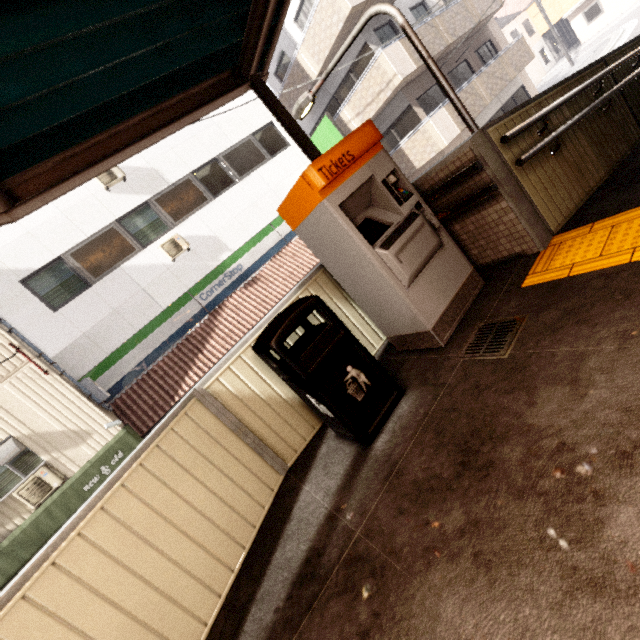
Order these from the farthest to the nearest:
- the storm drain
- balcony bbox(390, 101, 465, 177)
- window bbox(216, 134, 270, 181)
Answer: balcony bbox(390, 101, 465, 177)
window bbox(216, 134, 270, 181)
the storm drain

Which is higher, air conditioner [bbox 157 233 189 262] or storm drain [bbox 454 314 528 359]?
air conditioner [bbox 157 233 189 262]

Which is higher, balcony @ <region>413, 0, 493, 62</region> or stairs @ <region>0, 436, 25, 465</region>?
balcony @ <region>413, 0, 493, 62</region>

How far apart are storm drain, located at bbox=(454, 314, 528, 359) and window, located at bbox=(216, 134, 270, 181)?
11.3 meters

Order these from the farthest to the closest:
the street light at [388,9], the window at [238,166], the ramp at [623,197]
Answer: the window at [238,166]
the street light at [388,9]
the ramp at [623,197]

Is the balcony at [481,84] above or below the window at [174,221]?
below

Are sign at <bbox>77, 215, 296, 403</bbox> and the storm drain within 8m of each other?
no

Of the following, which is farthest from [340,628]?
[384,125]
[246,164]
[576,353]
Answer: [384,125]
